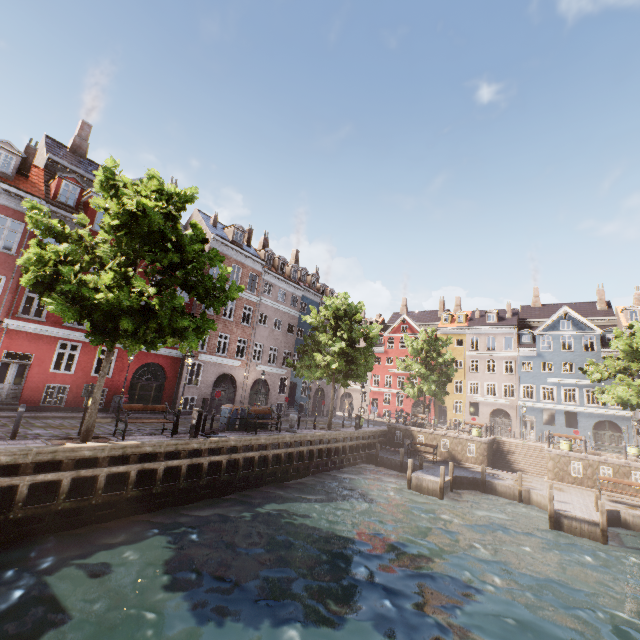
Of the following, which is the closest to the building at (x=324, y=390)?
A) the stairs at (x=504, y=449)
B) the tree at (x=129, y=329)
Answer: the tree at (x=129, y=329)

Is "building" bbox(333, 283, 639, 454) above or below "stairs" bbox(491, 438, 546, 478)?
above

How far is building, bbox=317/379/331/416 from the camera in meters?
37.8

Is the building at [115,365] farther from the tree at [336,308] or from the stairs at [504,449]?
the stairs at [504,449]

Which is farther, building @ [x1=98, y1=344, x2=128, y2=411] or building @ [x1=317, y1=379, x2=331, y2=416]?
building @ [x1=317, y1=379, x2=331, y2=416]

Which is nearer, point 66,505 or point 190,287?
point 66,505

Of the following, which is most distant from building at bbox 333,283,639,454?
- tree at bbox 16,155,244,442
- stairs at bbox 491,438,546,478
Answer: stairs at bbox 491,438,546,478

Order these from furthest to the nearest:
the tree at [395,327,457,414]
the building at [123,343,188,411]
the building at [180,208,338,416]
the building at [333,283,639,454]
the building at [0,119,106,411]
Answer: the building at [333,283,639,454] → the tree at [395,327,457,414] → the building at [180,208,338,416] → the building at [123,343,188,411] → the building at [0,119,106,411]
